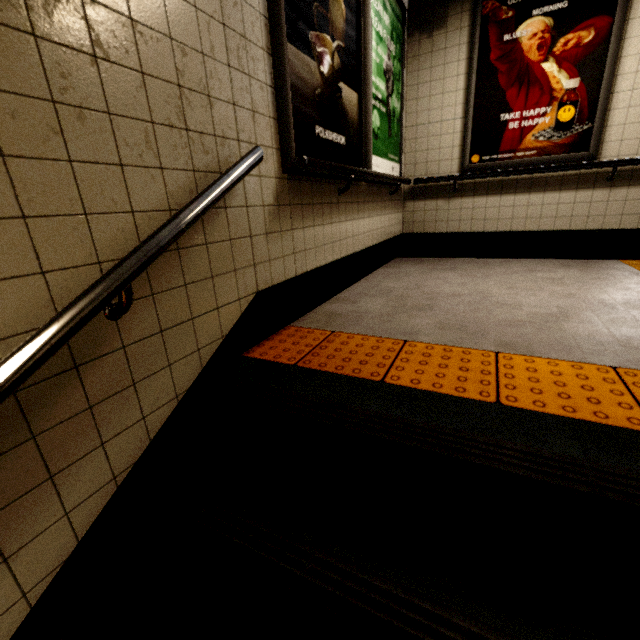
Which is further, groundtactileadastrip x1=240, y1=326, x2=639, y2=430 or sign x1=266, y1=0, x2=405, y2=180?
sign x1=266, y1=0, x2=405, y2=180

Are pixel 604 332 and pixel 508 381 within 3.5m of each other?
yes

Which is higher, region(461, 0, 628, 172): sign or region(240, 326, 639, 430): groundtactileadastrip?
region(461, 0, 628, 172): sign

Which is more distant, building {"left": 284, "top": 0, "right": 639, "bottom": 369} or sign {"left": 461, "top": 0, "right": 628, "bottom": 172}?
sign {"left": 461, "top": 0, "right": 628, "bottom": 172}

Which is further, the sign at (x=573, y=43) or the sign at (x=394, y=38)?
the sign at (x=573, y=43)

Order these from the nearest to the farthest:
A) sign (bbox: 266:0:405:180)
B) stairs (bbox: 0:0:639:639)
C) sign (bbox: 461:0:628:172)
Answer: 1. stairs (bbox: 0:0:639:639)
2. sign (bbox: 266:0:405:180)
3. sign (bbox: 461:0:628:172)

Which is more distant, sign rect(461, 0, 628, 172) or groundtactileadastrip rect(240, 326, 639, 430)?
sign rect(461, 0, 628, 172)

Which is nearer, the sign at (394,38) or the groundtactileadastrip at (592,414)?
the groundtactileadastrip at (592,414)
